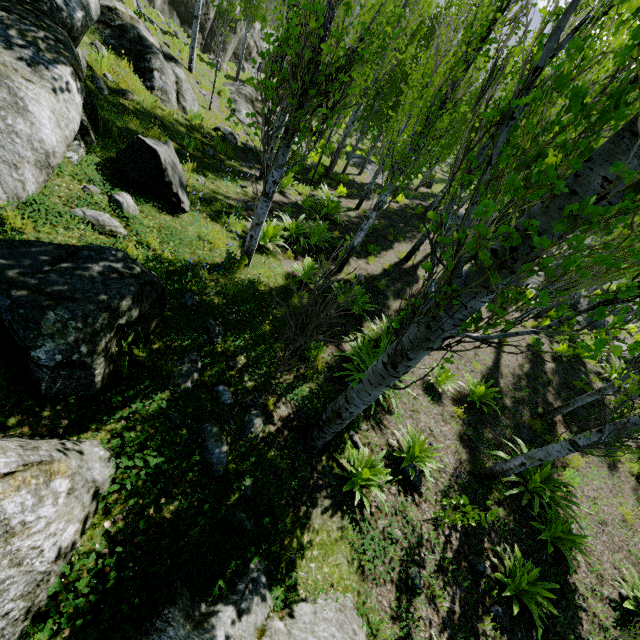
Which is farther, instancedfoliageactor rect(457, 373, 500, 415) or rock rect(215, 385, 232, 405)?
instancedfoliageactor rect(457, 373, 500, 415)

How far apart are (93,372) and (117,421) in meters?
0.6

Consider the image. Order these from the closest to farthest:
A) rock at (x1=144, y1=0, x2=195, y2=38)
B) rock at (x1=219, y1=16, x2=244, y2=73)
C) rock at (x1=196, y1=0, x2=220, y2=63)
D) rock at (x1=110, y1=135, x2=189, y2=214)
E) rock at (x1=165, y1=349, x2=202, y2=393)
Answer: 1. rock at (x1=165, y1=349, x2=202, y2=393)
2. rock at (x1=110, y1=135, x2=189, y2=214)
3. rock at (x1=144, y1=0, x2=195, y2=38)
4. rock at (x1=196, y1=0, x2=220, y2=63)
5. rock at (x1=219, y1=16, x2=244, y2=73)

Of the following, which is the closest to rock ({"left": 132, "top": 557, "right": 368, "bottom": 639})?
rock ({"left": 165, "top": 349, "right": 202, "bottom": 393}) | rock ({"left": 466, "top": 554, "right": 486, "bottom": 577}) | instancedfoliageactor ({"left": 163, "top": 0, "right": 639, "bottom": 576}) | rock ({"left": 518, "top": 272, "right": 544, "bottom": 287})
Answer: instancedfoliageactor ({"left": 163, "top": 0, "right": 639, "bottom": 576})

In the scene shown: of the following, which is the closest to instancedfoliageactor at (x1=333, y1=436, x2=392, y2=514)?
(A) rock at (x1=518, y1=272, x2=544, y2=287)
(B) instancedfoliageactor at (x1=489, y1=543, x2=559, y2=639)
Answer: (A) rock at (x1=518, y1=272, x2=544, y2=287)

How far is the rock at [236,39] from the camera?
24.33m
